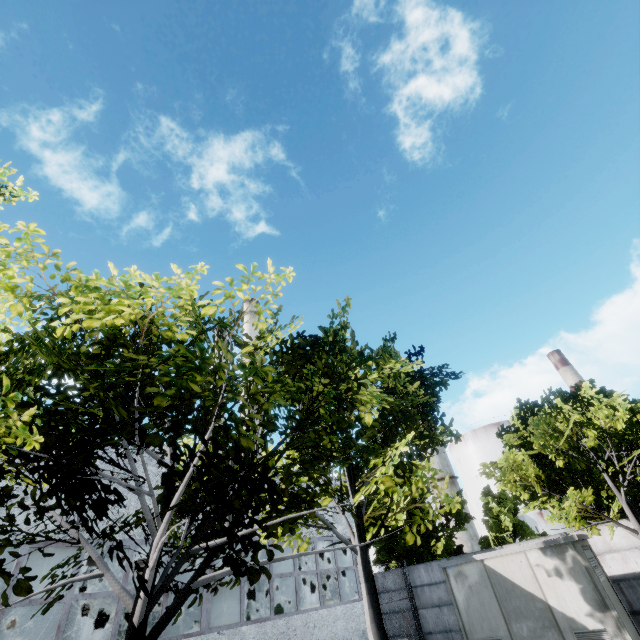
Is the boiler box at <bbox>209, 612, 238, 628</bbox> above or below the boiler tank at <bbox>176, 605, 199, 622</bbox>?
below

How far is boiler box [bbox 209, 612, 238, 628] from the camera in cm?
1108

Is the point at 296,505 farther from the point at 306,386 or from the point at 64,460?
the point at 64,460

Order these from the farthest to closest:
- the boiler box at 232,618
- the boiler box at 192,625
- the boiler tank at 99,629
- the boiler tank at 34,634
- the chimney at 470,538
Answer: the chimney at 470,538 → the boiler tank at 99,629 → the boiler tank at 34,634 → the boiler box at 232,618 → the boiler box at 192,625

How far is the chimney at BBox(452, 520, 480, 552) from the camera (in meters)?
53.75

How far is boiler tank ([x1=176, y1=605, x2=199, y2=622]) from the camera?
18.0 meters

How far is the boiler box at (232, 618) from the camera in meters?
11.1 m
